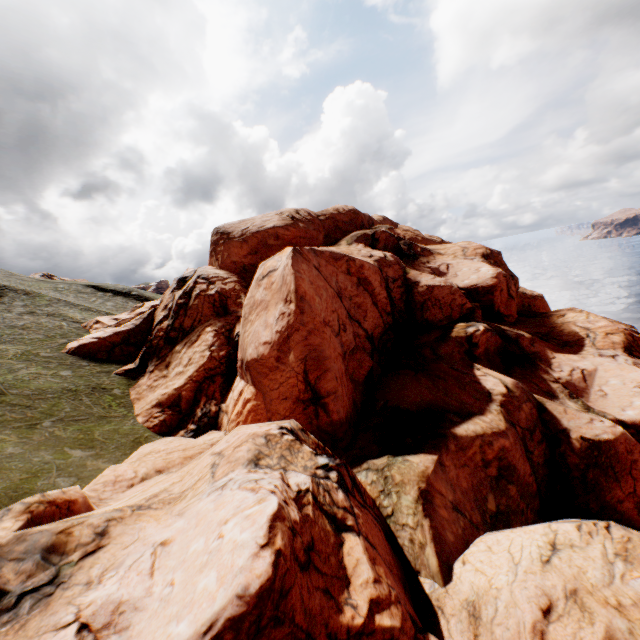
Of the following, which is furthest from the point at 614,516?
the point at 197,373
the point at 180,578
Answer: the point at 197,373
